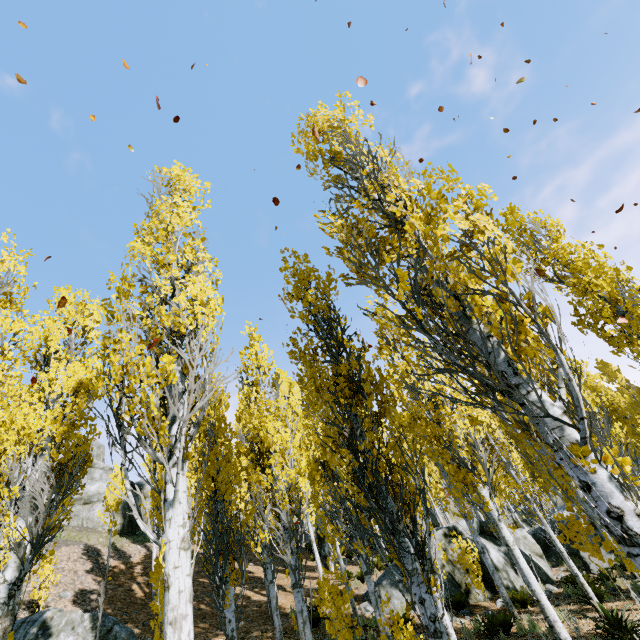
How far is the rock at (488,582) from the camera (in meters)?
12.18

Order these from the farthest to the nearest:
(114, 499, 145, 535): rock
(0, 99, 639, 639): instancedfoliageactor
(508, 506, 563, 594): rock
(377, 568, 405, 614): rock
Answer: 1. (114, 499, 145, 535): rock
2. (508, 506, 563, 594): rock
3. (377, 568, 405, 614): rock
4. (0, 99, 639, 639): instancedfoliageactor

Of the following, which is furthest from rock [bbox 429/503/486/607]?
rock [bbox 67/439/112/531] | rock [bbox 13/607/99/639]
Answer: rock [bbox 67/439/112/531]

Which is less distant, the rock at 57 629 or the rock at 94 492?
the rock at 57 629

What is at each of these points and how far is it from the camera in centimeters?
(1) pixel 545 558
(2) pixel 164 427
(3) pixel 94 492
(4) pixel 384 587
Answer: (1) rock, 1470cm
(2) instancedfoliageactor, 430cm
(3) rock, 2517cm
(4) rock, 1273cm

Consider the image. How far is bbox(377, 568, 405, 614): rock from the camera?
12.0 meters

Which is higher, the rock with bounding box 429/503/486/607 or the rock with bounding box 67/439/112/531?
the rock with bounding box 67/439/112/531
